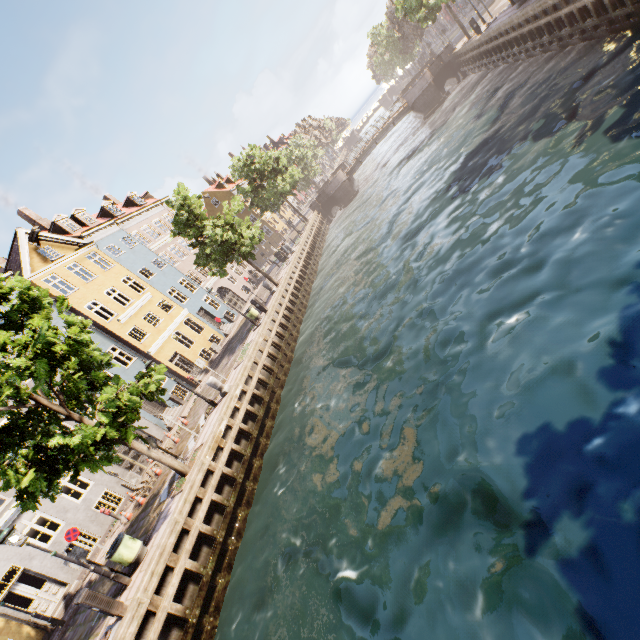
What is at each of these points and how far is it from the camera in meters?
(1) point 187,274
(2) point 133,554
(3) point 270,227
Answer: (1) building, 32.1 m
(2) trash bin, 10.0 m
(3) building, 52.2 m

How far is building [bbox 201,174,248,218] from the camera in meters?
50.0

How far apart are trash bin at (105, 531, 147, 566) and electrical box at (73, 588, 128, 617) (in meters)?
1.16

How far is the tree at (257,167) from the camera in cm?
2155

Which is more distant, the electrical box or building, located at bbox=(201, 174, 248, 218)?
building, located at bbox=(201, 174, 248, 218)

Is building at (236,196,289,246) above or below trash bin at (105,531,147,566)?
above

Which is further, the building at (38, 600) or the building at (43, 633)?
the building at (38, 600)

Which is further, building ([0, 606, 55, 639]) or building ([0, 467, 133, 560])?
building ([0, 467, 133, 560])
